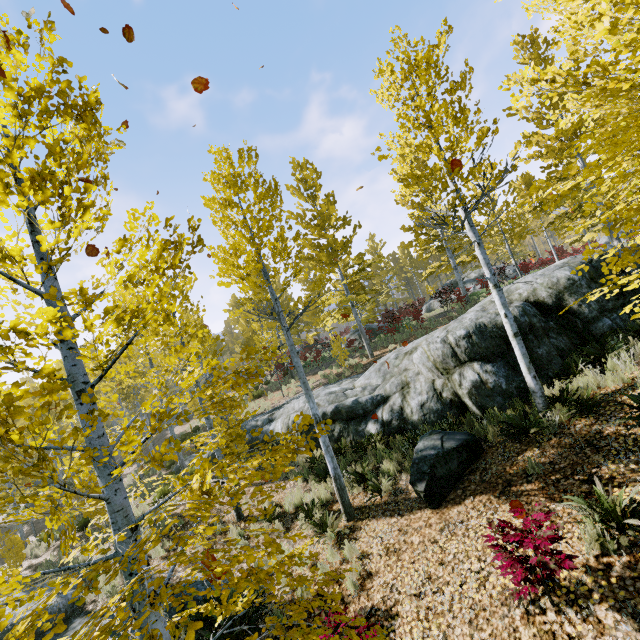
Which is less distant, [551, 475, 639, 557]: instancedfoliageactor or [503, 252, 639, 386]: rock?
[551, 475, 639, 557]: instancedfoliageactor

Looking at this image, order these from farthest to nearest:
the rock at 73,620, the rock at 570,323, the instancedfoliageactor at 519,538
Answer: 1. the rock at 570,323
2. the rock at 73,620
3. the instancedfoliageactor at 519,538

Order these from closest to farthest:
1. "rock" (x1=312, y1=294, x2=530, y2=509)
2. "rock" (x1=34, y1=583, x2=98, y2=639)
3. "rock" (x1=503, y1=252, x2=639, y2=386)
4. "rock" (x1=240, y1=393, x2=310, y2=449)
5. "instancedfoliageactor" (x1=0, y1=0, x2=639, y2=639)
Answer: "instancedfoliageactor" (x1=0, y1=0, x2=639, y2=639)
"rock" (x1=312, y1=294, x2=530, y2=509)
"rock" (x1=34, y1=583, x2=98, y2=639)
"rock" (x1=503, y1=252, x2=639, y2=386)
"rock" (x1=240, y1=393, x2=310, y2=449)

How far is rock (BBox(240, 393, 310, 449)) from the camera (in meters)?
12.53

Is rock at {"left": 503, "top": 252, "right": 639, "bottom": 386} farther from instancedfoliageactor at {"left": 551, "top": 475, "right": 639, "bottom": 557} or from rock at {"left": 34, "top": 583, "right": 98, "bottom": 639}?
rock at {"left": 34, "top": 583, "right": 98, "bottom": 639}

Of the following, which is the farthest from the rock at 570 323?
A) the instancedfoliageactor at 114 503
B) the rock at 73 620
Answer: the rock at 73 620

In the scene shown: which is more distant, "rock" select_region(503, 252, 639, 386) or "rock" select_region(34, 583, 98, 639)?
"rock" select_region(503, 252, 639, 386)

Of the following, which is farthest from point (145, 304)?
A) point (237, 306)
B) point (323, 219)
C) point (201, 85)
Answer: point (237, 306)
